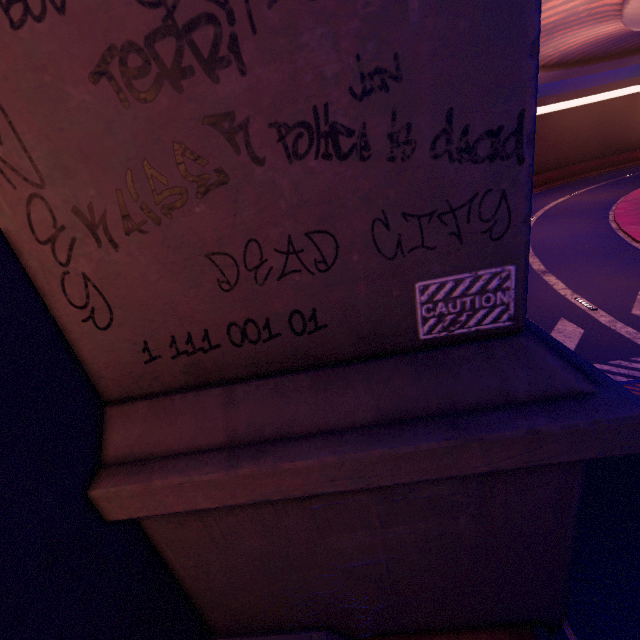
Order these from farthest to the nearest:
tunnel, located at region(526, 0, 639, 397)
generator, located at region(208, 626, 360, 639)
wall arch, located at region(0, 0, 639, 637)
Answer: tunnel, located at region(526, 0, 639, 397)
generator, located at region(208, 626, 360, 639)
wall arch, located at region(0, 0, 639, 637)

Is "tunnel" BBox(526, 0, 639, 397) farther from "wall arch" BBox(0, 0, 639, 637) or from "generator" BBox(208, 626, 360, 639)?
"generator" BBox(208, 626, 360, 639)

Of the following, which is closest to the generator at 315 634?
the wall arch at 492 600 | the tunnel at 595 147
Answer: the wall arch at 492 600

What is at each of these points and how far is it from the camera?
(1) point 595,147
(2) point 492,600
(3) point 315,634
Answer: (1) tunnel, 39.38m
(2) wall arch, 4.30m
(3) generator, 3.92m

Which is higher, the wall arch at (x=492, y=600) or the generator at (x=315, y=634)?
the wall arch at (x=492, y=600)

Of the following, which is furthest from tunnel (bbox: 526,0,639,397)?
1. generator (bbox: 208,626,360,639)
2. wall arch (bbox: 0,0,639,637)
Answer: generator (bbox: 208,626,360,639)
